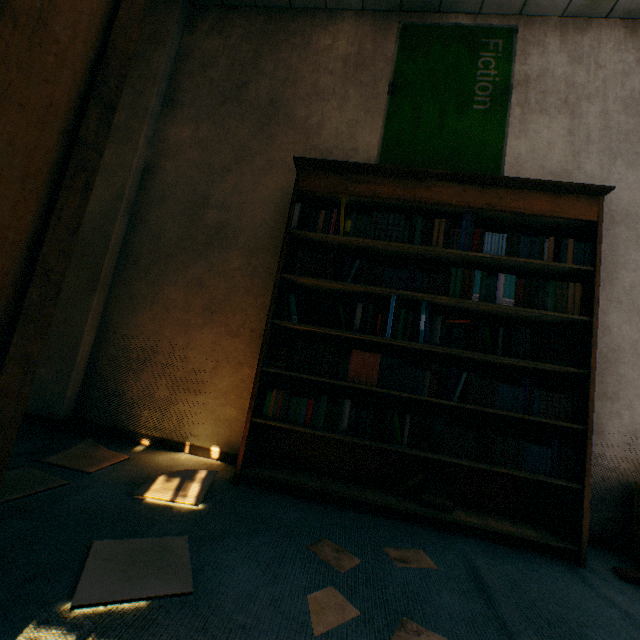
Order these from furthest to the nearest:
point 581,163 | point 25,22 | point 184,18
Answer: point 184,18 → point 581,163 → point 25,22

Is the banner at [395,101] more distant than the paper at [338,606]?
Yes

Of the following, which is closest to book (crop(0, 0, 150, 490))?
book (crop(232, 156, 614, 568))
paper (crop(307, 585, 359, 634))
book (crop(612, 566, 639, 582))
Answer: paper (crop(307, 585, 359, 634))

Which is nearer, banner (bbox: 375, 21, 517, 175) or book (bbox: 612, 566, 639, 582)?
book (bbox: 612, 566, 639, 582)

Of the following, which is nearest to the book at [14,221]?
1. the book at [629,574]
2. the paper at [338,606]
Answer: the paper at [338,606]

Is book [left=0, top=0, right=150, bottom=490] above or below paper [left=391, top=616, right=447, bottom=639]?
above

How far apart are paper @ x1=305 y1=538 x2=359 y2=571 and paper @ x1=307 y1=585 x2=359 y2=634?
0.2m

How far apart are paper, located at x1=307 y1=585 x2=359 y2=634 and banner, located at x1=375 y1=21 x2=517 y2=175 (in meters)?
2.56
